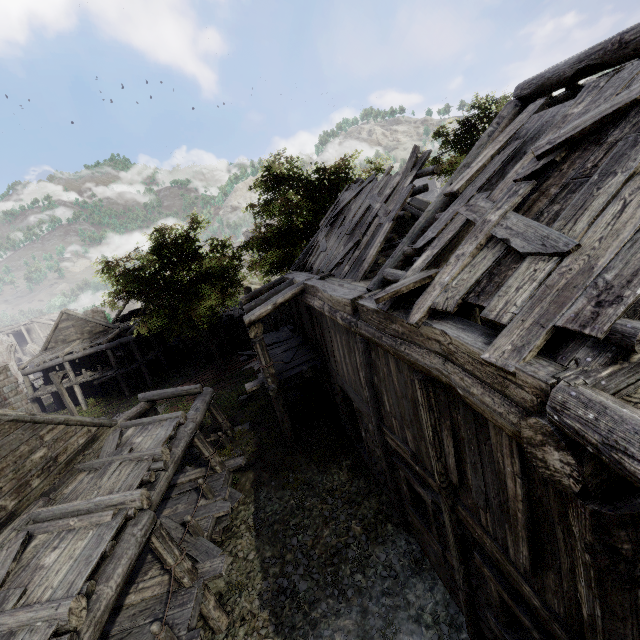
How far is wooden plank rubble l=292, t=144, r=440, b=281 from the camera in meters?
9.1

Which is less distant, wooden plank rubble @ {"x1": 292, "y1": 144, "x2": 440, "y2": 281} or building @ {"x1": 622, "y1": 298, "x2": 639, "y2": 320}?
building @ {"x1": 622, "y1": 298, "x2": 639, "y2": 320}

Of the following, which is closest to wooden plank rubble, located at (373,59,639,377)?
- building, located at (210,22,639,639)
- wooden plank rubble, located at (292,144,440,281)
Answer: building, located at (210,22,639,639)

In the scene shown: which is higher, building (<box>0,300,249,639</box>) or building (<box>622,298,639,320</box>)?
building (<box>622,298,639,320</box>)

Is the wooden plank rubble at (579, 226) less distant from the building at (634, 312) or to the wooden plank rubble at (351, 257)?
the building at (634, 312)

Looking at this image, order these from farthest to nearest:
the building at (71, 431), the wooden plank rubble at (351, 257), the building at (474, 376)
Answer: the wooden plank rubble at (351, 257), the building at (71, 431), the building at (474, 376)

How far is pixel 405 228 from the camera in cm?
1686
